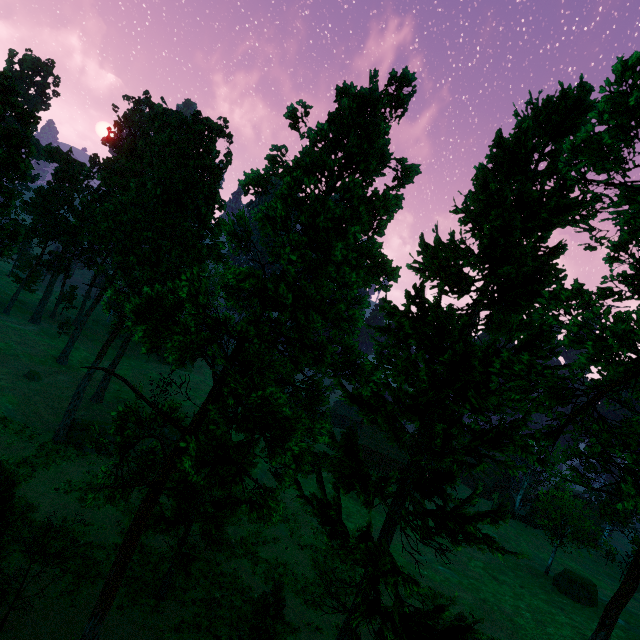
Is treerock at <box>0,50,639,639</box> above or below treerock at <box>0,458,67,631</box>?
above

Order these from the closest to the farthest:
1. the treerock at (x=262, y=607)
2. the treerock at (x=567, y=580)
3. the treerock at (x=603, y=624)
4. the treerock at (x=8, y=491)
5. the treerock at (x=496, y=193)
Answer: the treerock at (x=496, y=193), the treerock at (x=8, y=491), the treerock at (x=603, y=624), the treerock at (x=262, y=607), the treerock at (x=567, y=580)

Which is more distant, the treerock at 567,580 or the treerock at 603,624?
the treerock at 567,580

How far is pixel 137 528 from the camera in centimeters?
977cm

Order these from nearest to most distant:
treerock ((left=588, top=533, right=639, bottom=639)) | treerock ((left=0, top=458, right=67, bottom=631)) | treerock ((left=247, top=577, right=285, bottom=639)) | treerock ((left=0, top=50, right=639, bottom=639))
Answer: treerock ((left=0, top=50, right=639, bottom=639)), treerock ((left=0, top=458, right=67, bottom=631)), treerock ((left=588, top=533, right=639, bottom=639)), treerock ((left=247, top=577, right=285, bottom=639))

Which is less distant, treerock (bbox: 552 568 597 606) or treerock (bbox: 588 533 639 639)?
treerock (bbox: 588 533 639 639)

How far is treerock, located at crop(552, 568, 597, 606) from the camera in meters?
34.8
